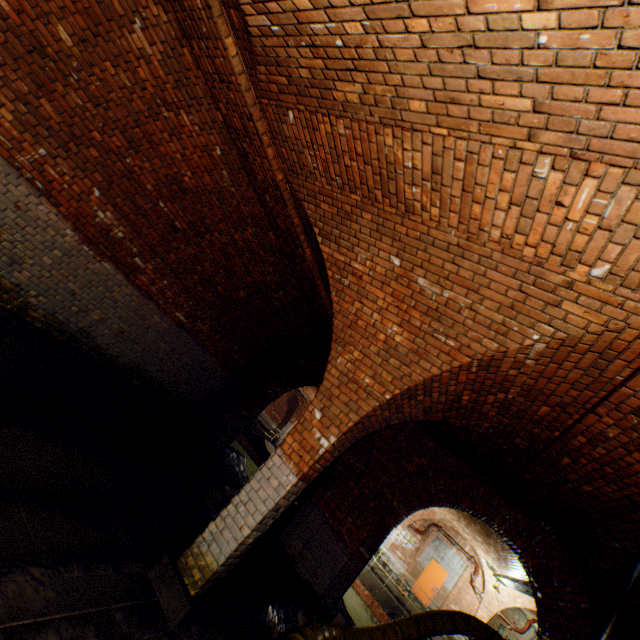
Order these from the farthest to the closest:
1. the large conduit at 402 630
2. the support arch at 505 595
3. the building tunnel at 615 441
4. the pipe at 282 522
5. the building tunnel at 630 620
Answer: the support arch at 505 595 < the pipe at 282 522 < the large conduit at 402 630 < the building tunnel at 630 620 < the building tunnel at 615 441

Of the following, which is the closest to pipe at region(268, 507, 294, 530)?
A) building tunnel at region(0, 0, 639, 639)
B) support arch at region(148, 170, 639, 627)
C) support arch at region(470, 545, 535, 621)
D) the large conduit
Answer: building tunnel at region(0, 0, 639, 639)

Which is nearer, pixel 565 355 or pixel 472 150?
pixel 472 150

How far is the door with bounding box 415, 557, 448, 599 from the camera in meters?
17.6 m

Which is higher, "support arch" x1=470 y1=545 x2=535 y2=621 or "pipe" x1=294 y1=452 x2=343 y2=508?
"support arch" x1=470 y1=545 x2=535 y2=621

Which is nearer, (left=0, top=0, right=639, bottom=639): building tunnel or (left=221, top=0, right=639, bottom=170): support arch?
(left=221, top=0, right=639, bottom=170): support arch

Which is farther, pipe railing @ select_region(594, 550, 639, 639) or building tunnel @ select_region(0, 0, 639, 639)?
pipe railing @ select_region(594, 550, 639, 639)

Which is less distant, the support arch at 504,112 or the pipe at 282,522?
the support arch at 504,112
